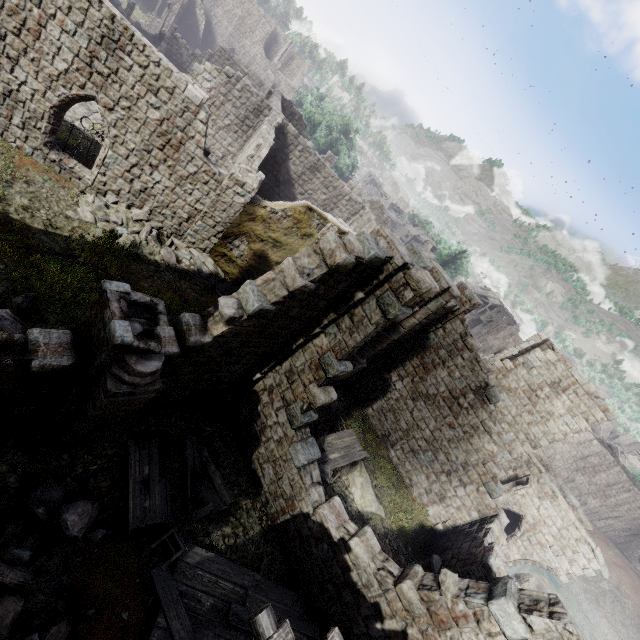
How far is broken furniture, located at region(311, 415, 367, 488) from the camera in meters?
12.5 m

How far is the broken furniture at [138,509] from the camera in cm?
756

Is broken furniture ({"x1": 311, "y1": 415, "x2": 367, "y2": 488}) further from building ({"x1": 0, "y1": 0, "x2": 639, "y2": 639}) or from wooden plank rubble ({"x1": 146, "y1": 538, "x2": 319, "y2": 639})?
wooden plank rubble ({"x1": 146, "y1": 538, "x2": 319, "y2": 639})

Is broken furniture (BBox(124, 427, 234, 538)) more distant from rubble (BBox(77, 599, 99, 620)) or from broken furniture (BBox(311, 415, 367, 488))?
broken furniture (BBox(311, 415, 367, 488))

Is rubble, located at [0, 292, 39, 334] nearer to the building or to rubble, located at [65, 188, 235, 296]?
the building

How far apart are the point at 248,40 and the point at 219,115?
51.9 meters

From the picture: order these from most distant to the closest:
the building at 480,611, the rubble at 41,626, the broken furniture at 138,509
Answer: the broken furniture at 138,509
the building at 480,611
the rubble at 41,626

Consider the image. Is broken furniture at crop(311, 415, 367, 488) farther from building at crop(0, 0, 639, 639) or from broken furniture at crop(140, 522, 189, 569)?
broken furniture at crop(140, 522, 189, 569)
